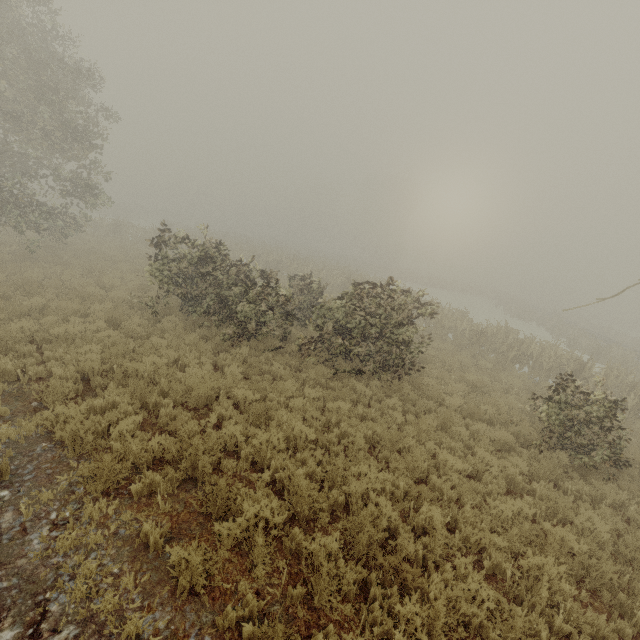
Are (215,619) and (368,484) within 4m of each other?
yes
